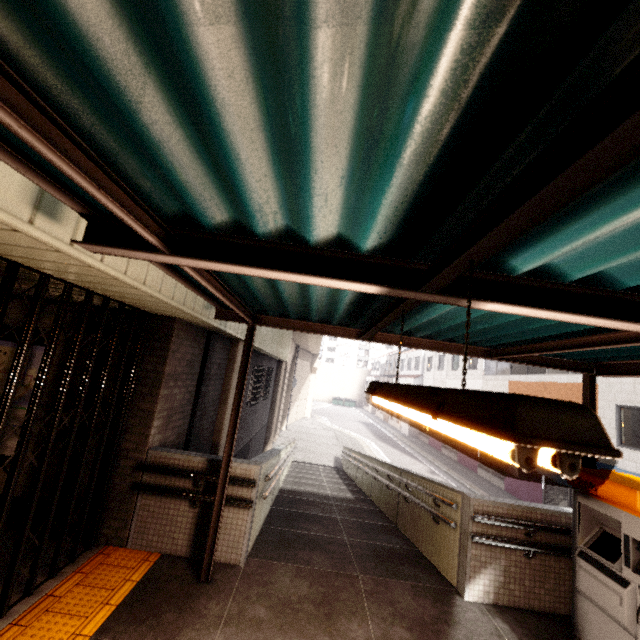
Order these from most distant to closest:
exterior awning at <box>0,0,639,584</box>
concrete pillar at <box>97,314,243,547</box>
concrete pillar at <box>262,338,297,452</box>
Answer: concrete pillar at <box>262,338,297,452</box>
concrete pillar at <box>97,314,243,547</box>
exterior awning at <box>0,0,639,584</box>

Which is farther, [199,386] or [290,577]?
[199,386]

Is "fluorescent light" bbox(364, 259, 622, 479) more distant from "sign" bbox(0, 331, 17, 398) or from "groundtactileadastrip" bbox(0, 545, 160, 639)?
"sign" bbox(0, 331, 17, 398)

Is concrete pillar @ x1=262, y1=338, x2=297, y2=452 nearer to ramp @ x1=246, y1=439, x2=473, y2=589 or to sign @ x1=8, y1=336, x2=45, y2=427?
ramp @ x1=246, y1=439, x2=473, y2=589

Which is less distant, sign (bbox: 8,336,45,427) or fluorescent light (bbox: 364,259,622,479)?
fluorescent light (bbox: 364,259,622,479)

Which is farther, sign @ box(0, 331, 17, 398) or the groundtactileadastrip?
sign @ box(0, 331, 17, 398)

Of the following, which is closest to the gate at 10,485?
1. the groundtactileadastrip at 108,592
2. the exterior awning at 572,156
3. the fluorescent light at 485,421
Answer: the groundtactileadastrip at 108,592

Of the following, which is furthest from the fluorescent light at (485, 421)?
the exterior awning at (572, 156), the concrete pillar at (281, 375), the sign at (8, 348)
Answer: the concrete pillar at (281, 375)
